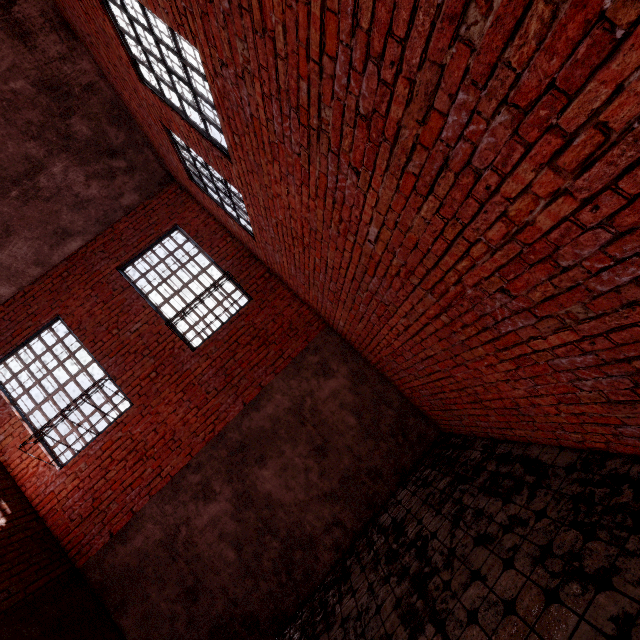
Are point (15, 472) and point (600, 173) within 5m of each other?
no

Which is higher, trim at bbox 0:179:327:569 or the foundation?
trim at bbox 0:179:327:569

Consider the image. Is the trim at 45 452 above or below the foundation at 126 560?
above

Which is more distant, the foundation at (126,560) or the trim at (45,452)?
the trim at (45,452)

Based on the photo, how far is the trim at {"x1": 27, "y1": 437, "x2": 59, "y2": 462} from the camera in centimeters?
570cm

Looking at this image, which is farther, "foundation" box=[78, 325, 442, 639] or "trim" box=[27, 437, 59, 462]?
"trim" box=[27, 437, 59, 462]
